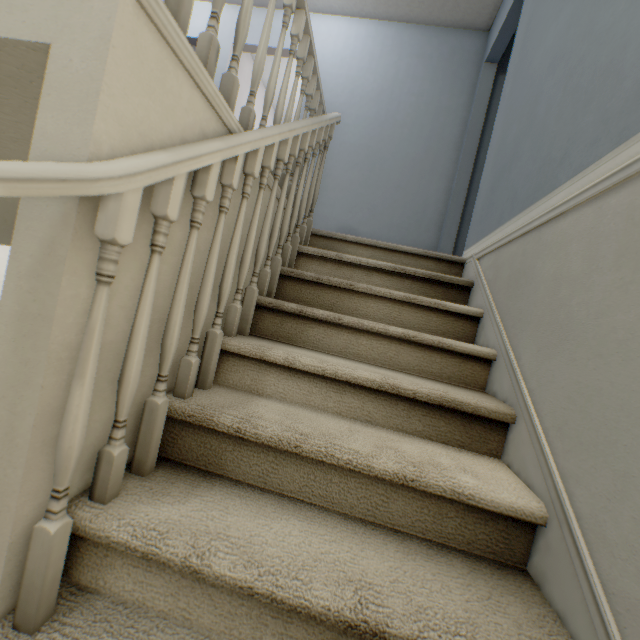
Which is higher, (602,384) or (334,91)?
(334,91)
